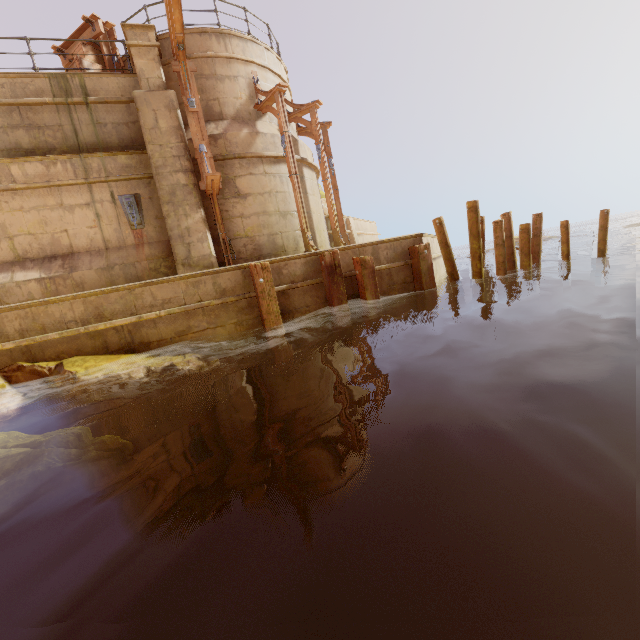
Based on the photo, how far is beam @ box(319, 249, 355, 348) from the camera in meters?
7.6 m

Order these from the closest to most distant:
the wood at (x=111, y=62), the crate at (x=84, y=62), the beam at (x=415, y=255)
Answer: the beam at (x=415, y=255) < the crate at (x=84, y=62) < the wood at (x=111, y=62)

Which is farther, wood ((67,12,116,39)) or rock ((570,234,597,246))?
rock ((570,234,597,246))

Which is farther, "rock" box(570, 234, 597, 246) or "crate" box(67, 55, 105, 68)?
"rock" box(570, 234, 597, 246)

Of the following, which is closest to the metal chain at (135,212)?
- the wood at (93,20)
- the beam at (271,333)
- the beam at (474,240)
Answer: the wood at (93,20)

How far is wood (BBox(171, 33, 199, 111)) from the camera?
7.8m

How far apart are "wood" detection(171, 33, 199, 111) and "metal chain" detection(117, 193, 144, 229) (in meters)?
2.65

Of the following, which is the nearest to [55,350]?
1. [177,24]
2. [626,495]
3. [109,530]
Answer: [109,530]
